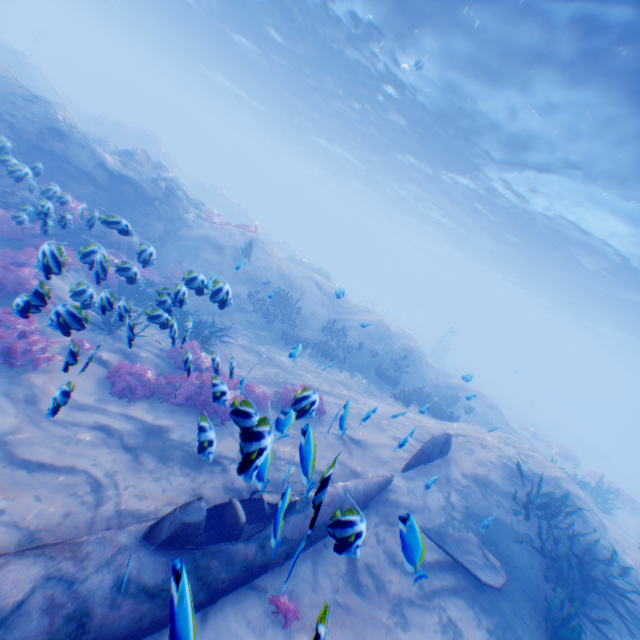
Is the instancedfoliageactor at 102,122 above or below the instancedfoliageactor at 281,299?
above

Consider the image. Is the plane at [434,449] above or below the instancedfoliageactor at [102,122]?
below

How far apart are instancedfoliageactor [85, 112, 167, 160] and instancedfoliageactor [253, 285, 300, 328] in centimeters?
2521cm

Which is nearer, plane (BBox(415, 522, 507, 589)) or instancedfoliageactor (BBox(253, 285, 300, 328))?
plane (BBox(415, 522, 507, 589))

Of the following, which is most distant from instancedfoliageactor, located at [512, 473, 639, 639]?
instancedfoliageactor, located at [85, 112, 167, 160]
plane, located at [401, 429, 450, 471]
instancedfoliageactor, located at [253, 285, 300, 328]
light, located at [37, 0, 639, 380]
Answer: instancedfoliageactor, located at [85, 112, 167, 160]

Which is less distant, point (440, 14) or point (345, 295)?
point (440, 14)

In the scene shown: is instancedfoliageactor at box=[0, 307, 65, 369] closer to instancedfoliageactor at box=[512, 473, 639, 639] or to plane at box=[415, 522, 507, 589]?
plane at box=[415, 522, 507, 589]

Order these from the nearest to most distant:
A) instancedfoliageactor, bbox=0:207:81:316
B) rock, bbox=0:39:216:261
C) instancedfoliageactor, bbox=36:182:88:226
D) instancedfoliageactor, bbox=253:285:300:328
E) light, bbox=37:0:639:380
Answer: instancedfoliageactor, bbox=0:207:81:316 → instancedfoliageactor, bbox=36:182:88:226 → rock, bbox=0:39:216:261 → light, bbox=37:0:639:380 → instancedfoliageactor, bbox=253:285:300:328
